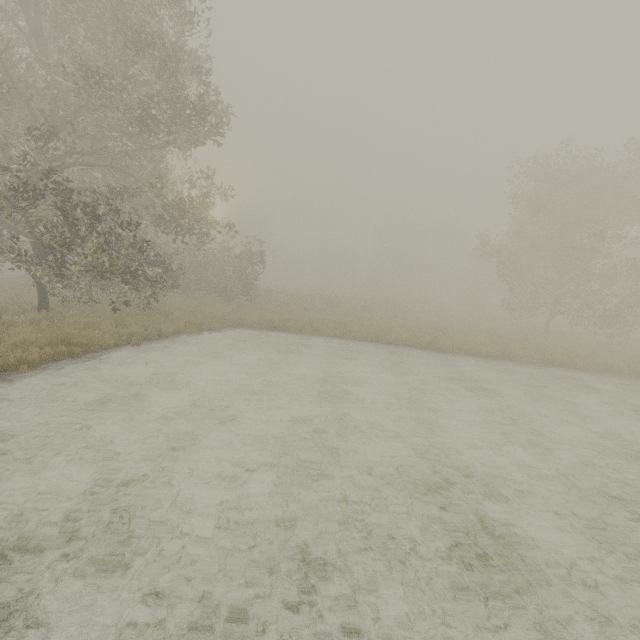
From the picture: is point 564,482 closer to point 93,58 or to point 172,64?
point 172,64
